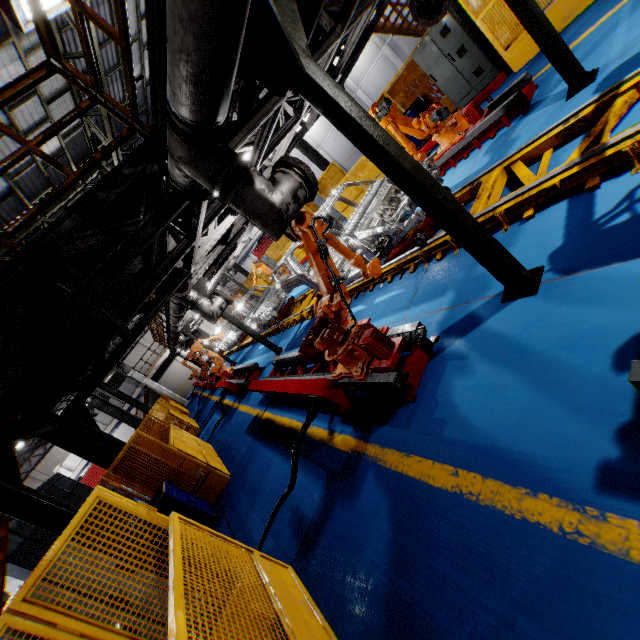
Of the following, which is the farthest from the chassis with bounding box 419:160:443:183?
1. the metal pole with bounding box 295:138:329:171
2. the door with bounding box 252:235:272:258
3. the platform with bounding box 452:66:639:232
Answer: the door with bounding box 252:235:272:258

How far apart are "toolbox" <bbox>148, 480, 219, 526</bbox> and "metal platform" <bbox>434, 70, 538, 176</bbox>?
8.5 meters

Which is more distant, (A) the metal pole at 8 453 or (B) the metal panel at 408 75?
(B) the metal panel at 408 75

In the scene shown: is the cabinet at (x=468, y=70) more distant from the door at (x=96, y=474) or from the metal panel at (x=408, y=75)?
the door at (x=96, y=474)

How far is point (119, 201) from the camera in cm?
433

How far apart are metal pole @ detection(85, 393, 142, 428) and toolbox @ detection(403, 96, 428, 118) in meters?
15.9 m

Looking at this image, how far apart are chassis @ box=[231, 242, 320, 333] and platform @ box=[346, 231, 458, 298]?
0.0 meters

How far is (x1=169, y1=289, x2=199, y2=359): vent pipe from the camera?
8.5 meters
